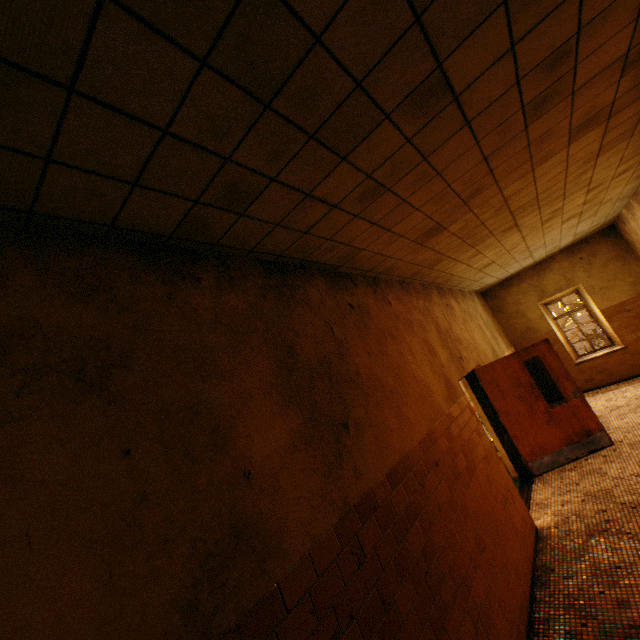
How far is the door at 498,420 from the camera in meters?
5.8

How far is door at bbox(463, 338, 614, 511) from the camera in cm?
577

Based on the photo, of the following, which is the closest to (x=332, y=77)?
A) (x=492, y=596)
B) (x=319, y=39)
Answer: (x=319, y=39)
